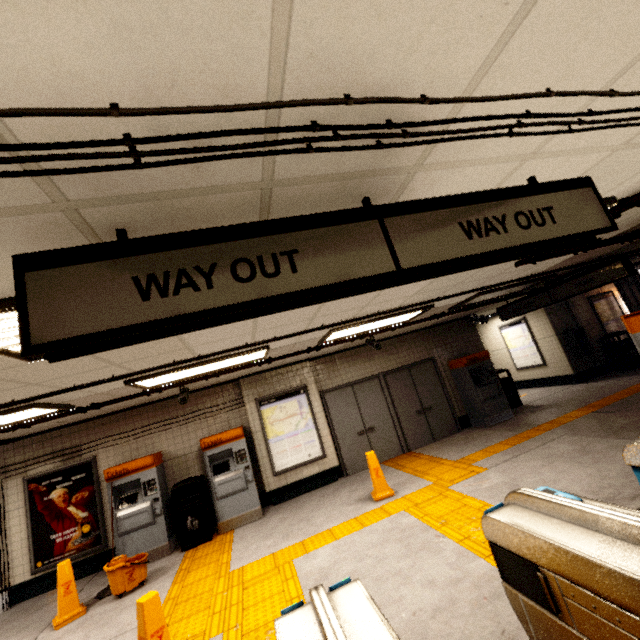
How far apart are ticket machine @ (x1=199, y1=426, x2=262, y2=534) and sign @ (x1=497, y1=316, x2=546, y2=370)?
10.1 meters

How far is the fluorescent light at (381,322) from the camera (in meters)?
5.26

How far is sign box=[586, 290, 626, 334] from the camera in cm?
1094

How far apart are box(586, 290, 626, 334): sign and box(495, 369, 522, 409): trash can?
4.1 meters

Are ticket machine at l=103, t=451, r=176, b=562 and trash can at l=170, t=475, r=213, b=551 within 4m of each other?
yes

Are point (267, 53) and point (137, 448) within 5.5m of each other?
no

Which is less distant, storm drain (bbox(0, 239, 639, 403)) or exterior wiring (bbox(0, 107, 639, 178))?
exterior wiring (bbox(0, 107, 639, 178))

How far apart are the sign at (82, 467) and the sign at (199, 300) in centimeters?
721cm
